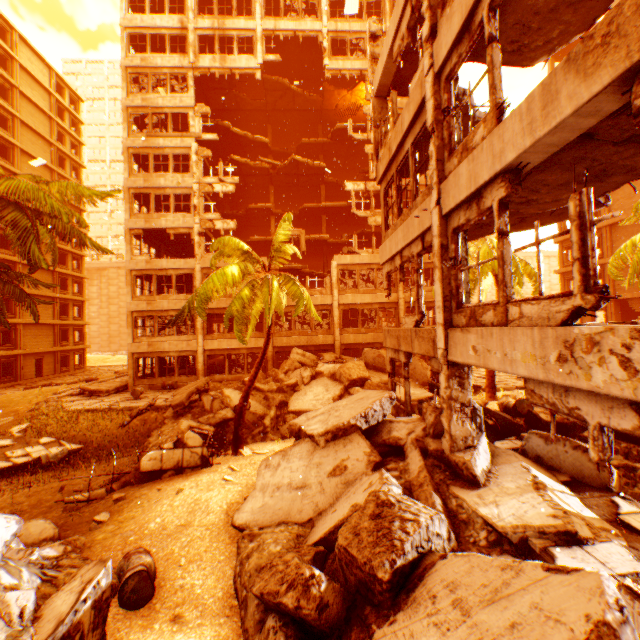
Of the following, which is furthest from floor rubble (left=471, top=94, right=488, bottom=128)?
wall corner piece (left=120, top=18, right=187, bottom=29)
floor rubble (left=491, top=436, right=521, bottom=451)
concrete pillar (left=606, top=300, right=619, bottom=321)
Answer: concrete pillar (left=606, top=300, right=619, bottom=321)

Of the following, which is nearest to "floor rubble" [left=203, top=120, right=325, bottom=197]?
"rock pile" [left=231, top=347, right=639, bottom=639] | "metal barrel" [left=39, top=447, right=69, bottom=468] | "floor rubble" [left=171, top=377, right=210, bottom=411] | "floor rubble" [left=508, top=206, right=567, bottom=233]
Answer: "rock pile" [left=231, top=347, right=639, bottom=639]

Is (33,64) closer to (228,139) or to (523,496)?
(228,139)

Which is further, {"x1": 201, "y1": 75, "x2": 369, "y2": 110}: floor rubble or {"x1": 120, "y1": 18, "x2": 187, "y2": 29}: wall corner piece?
{"x1": 201, "y1": 75, "x2": 369, "y2": 110}: floor rubble

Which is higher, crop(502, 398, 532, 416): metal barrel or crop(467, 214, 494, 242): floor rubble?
crop(467, 214, 494, 242): floor rubble

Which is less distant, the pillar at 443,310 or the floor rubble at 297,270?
the pillar at 443,310

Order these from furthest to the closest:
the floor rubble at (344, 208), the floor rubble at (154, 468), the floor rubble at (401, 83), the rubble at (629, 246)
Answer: the floor rubble at (344, 208), the rubble at (629, 246), the floor rubble at (401, 83), the floor rubble at (154, 468)

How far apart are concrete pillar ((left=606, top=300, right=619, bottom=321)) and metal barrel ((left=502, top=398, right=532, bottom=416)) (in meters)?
23.55
